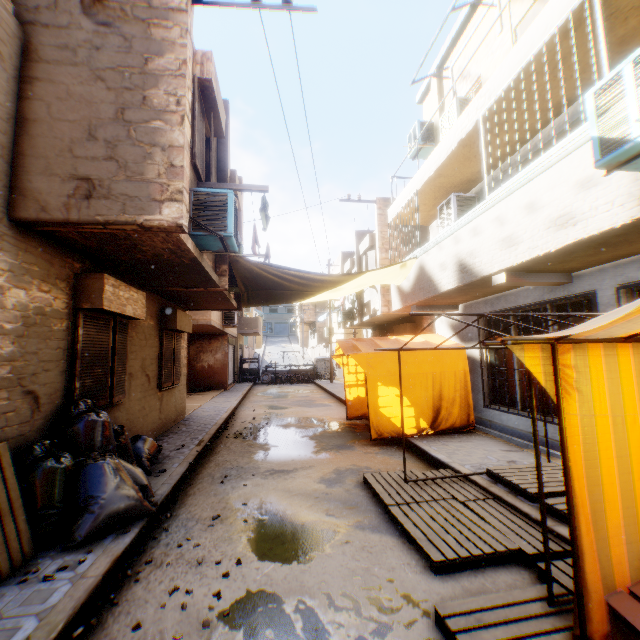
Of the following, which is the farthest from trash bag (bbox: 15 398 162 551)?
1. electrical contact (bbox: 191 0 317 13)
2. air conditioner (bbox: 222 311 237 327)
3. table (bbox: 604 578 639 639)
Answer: air conditioner (bbox: 222 311 237 327)

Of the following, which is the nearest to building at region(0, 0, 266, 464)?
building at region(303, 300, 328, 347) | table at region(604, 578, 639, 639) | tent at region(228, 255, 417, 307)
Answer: tent at region(228, 255, 417, 307)

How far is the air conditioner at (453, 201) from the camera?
8.3m

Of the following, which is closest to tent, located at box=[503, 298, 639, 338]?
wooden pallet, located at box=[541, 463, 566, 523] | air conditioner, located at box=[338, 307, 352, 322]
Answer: wooden pallet, located at box=[541, 463, 566, 523]

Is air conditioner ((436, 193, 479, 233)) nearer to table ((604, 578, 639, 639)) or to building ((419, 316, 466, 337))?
building ((419, 316, 466, 337))

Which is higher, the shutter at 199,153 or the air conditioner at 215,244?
the shutter at 199,153

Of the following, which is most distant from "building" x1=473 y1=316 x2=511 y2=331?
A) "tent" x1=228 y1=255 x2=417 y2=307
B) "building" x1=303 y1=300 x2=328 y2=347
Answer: "building" x1=303 y1=300 x2=328 y2=347

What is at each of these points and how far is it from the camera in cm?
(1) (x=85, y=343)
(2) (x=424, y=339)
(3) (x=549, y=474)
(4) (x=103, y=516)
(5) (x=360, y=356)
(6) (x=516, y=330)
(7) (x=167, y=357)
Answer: (1) shutter, 500
(2) tent, 902
(3) wooden pallet, 488
(4) trash bag, 363
(5) tent, 788
(6) building, 739
(7) shutter, 886
